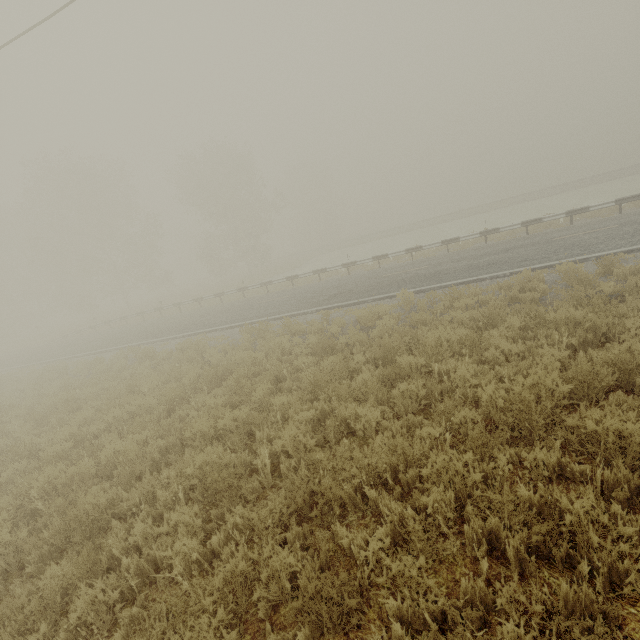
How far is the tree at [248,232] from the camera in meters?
37.1

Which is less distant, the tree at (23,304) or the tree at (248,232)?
the tree at (23,304)

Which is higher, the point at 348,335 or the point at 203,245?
the point at 203,245

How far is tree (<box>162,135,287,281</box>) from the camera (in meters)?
37.06

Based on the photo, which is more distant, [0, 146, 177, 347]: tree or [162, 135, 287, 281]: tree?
[162, 135, 287, 281]: tree
